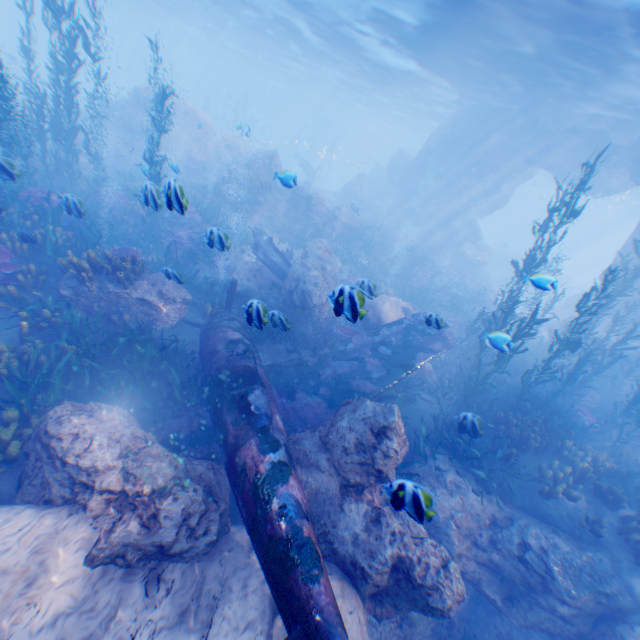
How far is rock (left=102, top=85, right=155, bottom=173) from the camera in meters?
22.8 m

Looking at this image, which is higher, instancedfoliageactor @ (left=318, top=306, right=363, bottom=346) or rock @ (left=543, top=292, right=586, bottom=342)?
rock @ (left=543, top=292, right=586, bottom=342)

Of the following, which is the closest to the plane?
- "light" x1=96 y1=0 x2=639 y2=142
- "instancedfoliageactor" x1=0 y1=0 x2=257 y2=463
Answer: "instancedfoliageactor" x1=0 y1=0 x2=257 y2=463

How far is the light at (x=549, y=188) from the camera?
42.4 meters

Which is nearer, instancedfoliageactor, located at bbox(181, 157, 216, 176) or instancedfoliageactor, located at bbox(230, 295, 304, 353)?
instancedfoliageactor, located at bbox(230, 295, 304, 353)

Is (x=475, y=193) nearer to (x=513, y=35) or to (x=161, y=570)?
(x=513, y=35)

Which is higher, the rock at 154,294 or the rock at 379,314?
the rock at 379,314
